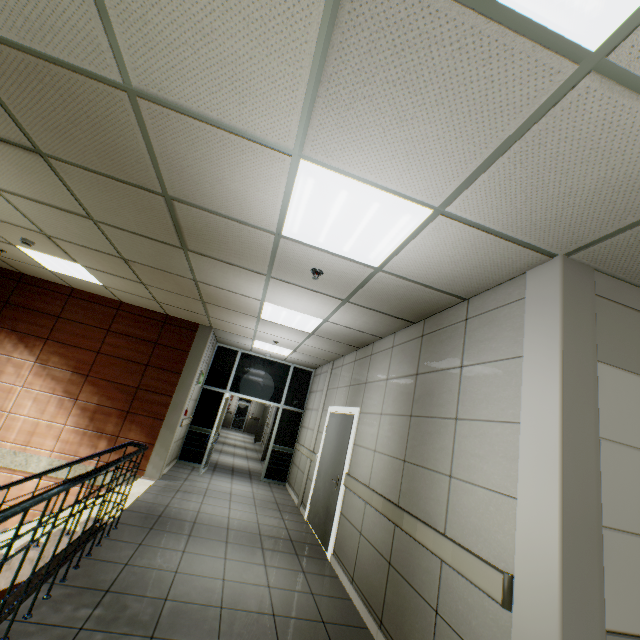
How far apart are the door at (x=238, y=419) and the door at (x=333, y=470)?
18.94m

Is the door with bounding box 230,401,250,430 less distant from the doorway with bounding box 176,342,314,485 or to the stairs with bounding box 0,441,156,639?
the doorway with bounding box 176,342,314,485

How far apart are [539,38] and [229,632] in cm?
424

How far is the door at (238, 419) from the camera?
23.8 meters

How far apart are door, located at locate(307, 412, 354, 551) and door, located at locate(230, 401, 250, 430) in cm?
1894

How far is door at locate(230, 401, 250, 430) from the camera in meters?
23.8

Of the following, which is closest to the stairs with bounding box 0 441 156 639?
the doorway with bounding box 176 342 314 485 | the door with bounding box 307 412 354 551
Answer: the doorway with bounding box 176 342 314 485

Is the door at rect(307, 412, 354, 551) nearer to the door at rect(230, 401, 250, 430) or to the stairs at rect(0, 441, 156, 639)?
the stairs at rect(0, 441, 156, 639)
